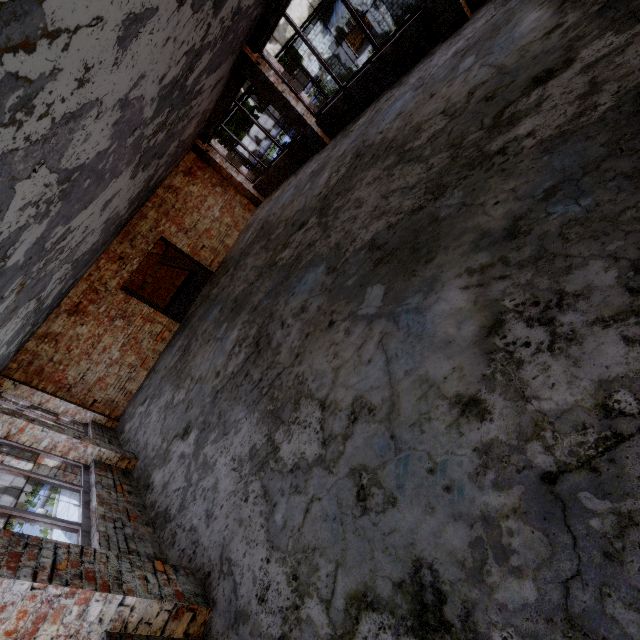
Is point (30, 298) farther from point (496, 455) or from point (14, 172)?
point (496, 455)

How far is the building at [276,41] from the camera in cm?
1728

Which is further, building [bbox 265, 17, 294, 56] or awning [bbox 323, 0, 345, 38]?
awning [bbox 323, 0, 345, 38]

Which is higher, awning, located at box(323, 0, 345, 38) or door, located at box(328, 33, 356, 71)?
awning, located at box(323, 0, 345, 38)

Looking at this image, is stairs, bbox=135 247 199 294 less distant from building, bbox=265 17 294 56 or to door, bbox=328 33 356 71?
building, bbox=265 17 294 56

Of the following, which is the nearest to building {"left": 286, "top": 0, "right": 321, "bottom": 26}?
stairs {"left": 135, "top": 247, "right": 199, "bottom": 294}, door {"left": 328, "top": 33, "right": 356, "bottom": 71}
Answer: stairs {"left": 135, "top": 247, "right": 199, "bottom": 294}

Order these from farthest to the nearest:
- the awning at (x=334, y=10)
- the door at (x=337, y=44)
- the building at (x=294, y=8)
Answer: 1. the door at (x=337, y=44)
2. the awning at (x=334, y=10)
3. the building at (x=294, y=8)

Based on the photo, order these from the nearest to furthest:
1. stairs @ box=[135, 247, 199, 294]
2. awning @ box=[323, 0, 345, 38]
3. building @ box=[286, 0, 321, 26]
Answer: stairs @ box=[135, 247, 199, 294]
building @ box=[286, 0, 321, 26]
awning @ box=[323, 0, 345, 38]
